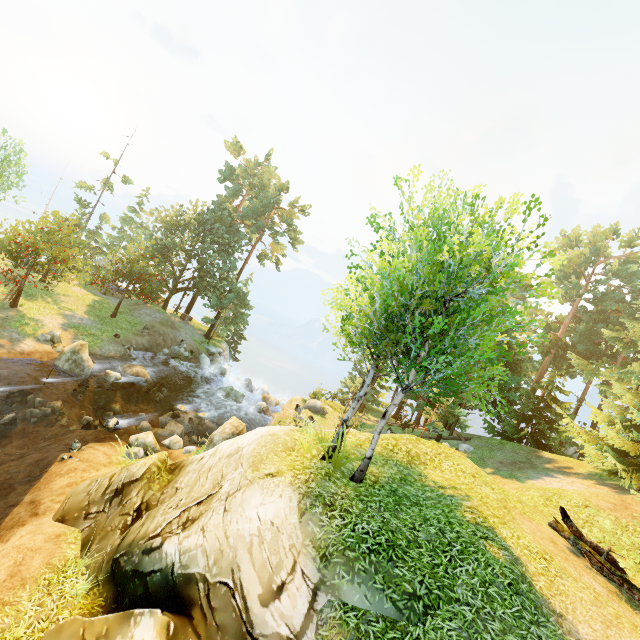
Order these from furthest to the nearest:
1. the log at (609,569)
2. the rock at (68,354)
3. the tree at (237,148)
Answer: the tree at (237,148) → the rock at (68,354) → the log at (609,569)

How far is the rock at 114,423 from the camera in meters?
16.7

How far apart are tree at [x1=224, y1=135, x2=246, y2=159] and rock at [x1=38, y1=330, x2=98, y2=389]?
30.8m

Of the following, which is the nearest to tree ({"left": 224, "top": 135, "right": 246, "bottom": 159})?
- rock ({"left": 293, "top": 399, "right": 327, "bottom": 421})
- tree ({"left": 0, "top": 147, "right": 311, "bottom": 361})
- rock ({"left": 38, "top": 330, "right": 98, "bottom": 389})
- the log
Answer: tree ({"left": 0, "top": 147, "right": 311, "bottom": 361})

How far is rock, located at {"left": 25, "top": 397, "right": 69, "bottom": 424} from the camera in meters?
16.4

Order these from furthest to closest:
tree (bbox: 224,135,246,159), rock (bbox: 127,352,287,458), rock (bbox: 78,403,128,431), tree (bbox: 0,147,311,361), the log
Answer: tree (bbox: 224,135,246,159), tree (bbox: 0,147,311,361), rock (bbox: 78,403,128,431), rock (bbox: 127,352,287,458), the log

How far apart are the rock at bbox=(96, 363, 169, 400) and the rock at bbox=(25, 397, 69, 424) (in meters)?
4.79

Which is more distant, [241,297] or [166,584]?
[241,297]
